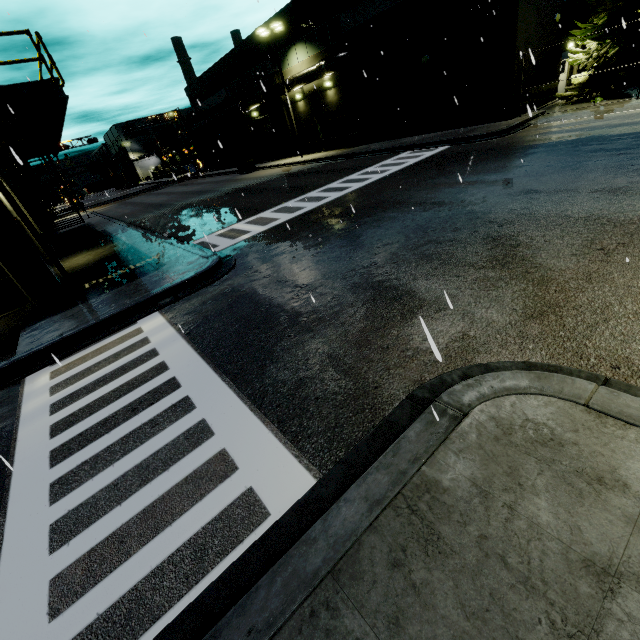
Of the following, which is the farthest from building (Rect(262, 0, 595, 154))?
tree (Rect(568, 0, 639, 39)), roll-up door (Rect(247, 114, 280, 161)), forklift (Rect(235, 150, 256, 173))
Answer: forklift (Rect(235, 150, 256, 173))

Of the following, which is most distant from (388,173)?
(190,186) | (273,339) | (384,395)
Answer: (190,186)

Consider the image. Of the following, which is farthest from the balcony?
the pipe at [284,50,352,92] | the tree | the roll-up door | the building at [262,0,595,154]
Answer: the tree

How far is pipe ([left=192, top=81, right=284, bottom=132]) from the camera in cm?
3023

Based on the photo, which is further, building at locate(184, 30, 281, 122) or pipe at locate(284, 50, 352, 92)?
→ building at locate(184, 30, 281, 122)

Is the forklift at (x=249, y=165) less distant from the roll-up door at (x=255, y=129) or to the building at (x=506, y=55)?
the roll-up door at (x=255, y=129)

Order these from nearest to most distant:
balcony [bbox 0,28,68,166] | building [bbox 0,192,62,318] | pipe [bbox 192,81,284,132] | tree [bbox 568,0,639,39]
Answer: balcony [bbox 0,28,68,166], building [bbox 0,192,62,318], tree [bbox 568,0,639,39], pipe [bbox 192,81,284,132]

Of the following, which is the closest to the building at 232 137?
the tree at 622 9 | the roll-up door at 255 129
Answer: the roll-up door at 255 129
